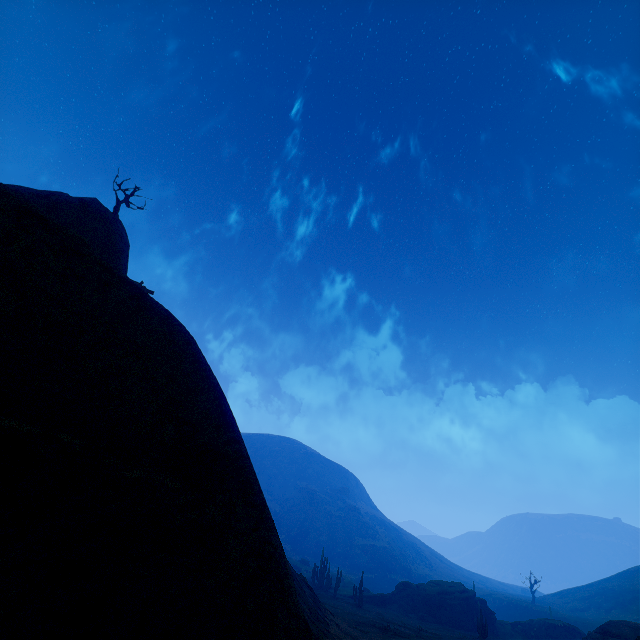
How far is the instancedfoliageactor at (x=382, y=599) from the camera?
42.9m

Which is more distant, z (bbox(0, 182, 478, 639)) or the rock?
the rock

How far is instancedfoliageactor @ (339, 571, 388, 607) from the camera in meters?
42.9 m

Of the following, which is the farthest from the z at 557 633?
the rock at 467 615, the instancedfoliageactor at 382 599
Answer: the rock at 467 615

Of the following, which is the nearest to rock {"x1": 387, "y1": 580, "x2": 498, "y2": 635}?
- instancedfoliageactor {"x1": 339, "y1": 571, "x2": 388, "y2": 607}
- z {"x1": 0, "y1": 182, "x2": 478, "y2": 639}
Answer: instancedfoliageactor {"x1": 339, "y1": 571, "x2": 388, "y2": 607}

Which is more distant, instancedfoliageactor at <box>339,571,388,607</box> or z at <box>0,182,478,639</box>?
instancedfoliageactor at <box>339,571,388,607</box>

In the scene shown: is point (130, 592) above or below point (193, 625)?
above
